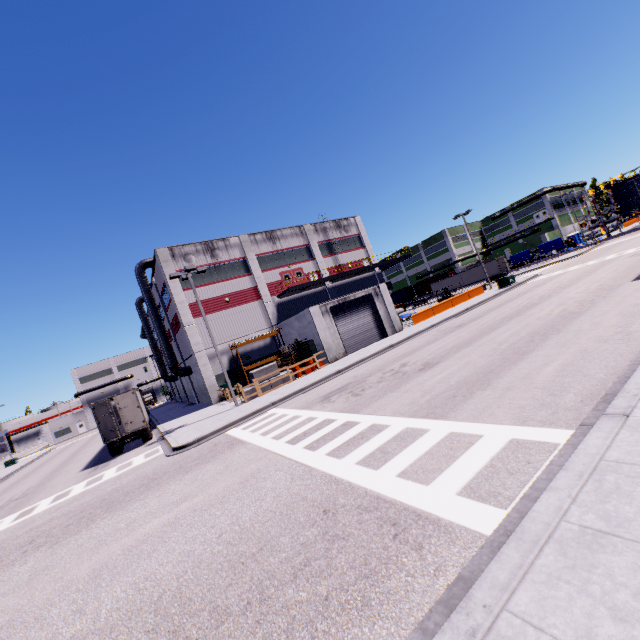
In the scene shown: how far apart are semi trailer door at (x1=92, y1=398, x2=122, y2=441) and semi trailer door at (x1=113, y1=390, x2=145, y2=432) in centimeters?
49cm

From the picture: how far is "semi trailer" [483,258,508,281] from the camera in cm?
5541

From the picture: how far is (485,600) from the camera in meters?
3.0 m

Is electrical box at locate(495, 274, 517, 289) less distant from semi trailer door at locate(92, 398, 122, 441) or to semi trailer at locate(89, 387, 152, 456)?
semi trailer at locate(89, 387, 152, 456)

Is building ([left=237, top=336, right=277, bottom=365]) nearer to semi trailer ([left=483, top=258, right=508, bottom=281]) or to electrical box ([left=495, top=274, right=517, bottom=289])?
semi trailer ([left=483, top=258, right=508, bottom=281])

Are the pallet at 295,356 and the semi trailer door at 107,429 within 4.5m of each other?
no

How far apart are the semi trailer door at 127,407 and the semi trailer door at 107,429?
0.5m

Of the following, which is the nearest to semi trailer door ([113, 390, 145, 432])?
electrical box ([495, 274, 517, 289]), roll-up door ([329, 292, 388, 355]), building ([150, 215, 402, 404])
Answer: building ([150, 215, 402, 404])
